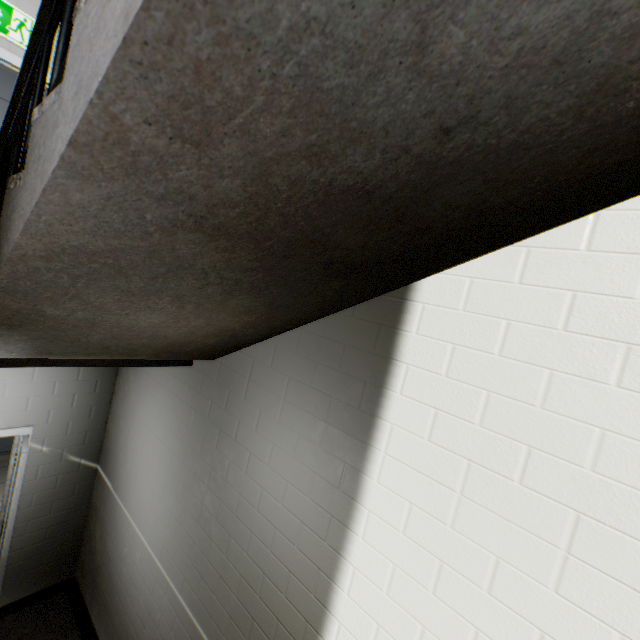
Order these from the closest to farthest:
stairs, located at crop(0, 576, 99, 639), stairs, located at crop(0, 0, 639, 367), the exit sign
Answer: stairs, located at crop(0, 0, 639, 367), the exit sign, stairs, located at crop(0, 576, 99, 639)

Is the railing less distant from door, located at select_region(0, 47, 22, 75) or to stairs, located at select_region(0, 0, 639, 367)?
stairs, located at select_region(0, 0, 639, 367)

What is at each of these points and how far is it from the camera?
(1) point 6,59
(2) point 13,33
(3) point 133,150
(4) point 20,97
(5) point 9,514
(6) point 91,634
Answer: (1) door, 2.8m
(2) exit sign, 2.8m
(3) stairs, 0.7m
(4) railing, 1.5m
(5) door, 3.2m
(6) stairs, 3.6m

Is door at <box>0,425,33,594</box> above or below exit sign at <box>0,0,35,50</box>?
below

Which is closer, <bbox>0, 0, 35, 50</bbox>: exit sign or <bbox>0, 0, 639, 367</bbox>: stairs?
<bbox>0, 0, 639, 367</bbox>: stairs

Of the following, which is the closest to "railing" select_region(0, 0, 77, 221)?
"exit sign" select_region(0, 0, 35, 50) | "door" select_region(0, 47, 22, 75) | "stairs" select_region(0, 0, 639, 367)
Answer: "stairs" select_region(0, 0, 639, 367)

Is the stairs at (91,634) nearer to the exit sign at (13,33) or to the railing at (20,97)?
the railing at (20,97)

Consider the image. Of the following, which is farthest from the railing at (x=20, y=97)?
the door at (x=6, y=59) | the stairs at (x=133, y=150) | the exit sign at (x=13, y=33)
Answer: the exit sign at (x=13, y=33)
